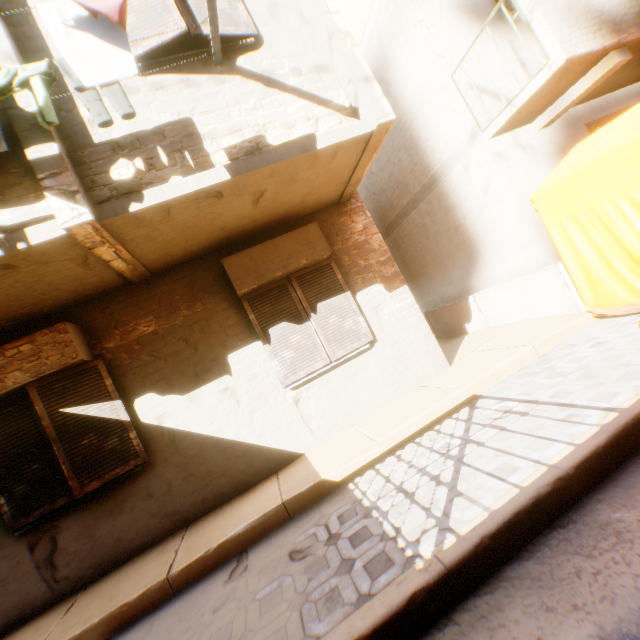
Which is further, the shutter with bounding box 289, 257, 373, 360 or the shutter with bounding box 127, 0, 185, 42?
the shutter with bounding box 289, 257, 373, 360

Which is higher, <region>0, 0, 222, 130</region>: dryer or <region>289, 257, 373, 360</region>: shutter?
<region>0, 0, 222, 130</region>: dryer

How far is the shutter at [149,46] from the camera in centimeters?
354cm

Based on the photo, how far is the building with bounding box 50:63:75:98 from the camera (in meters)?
3.44

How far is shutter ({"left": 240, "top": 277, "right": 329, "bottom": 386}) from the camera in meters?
5.0 m

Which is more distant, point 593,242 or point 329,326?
point 329,326

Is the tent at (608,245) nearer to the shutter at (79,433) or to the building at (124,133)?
the building at (124,133)
